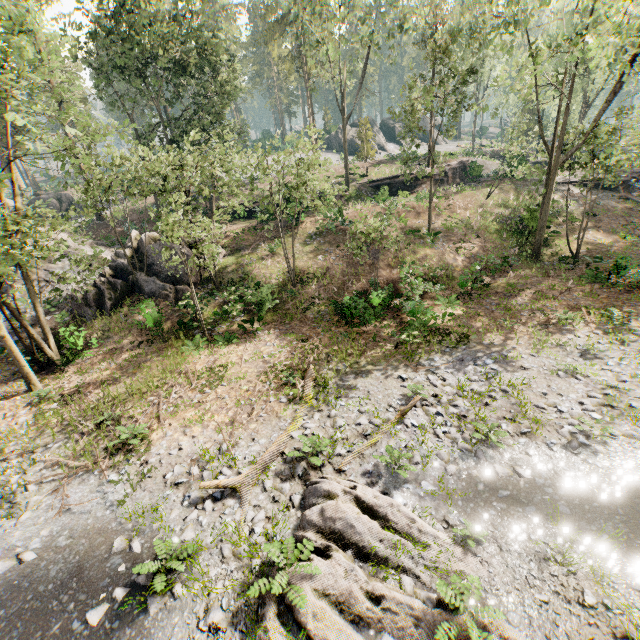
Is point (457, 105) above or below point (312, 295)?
above

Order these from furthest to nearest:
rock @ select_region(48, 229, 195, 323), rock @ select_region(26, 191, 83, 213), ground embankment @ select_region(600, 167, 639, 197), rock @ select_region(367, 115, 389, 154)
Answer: rock @ select_region(367, 115, 389, 154), rock @ select_region(26, 191, 83, 213), ground embankment @ select_region(600, 167, 639, 197), rock @ select_region(48, 229, 195, 323)

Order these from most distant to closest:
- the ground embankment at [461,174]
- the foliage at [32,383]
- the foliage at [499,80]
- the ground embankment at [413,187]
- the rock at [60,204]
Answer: the rock at [60,204]
the ground embankment at [461,174]
the ground embankment at [413,187]
the foliage at [499,80]
the foliage at [32,383]

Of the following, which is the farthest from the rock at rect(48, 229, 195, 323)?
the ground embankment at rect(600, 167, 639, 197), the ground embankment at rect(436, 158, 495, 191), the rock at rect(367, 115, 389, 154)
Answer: the rock at rect(367, 115, 389, 154)

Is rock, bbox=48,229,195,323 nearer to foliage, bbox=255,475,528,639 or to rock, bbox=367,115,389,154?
foliage, bbox=255,475,528,639

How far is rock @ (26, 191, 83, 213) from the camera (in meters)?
40.03

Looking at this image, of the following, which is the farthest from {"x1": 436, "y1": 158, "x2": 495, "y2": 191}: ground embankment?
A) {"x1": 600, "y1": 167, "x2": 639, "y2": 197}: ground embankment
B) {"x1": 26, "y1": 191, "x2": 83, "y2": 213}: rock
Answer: {"x1": 26, "y1": 191, "x2": 83, "y2": 213}: rock

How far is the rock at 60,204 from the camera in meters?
40.0 m
